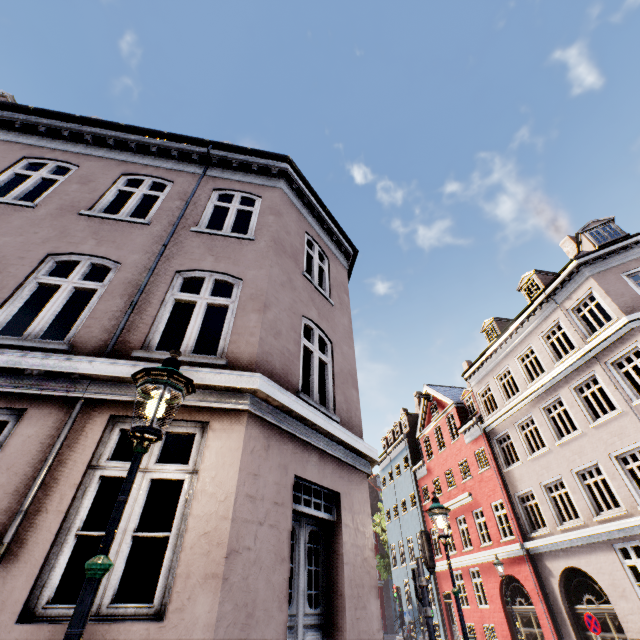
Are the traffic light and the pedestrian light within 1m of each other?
yes

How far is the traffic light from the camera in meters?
7.1 m

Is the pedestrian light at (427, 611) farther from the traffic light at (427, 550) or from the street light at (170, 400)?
the street light at (170, 400)

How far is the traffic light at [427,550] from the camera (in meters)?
7.14

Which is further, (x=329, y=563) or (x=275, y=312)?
(x=275, y=312)

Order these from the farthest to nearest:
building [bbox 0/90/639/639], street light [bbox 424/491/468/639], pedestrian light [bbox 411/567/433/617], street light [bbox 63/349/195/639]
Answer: pedestrian light [bbox 411/567/433/617], street light [bbox 424/491/468/639], building [bbox 0/90/639/639], street light [bbox 63/349/195/639]

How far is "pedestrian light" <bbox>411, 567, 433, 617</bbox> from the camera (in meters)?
6.77

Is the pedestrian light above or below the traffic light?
below
